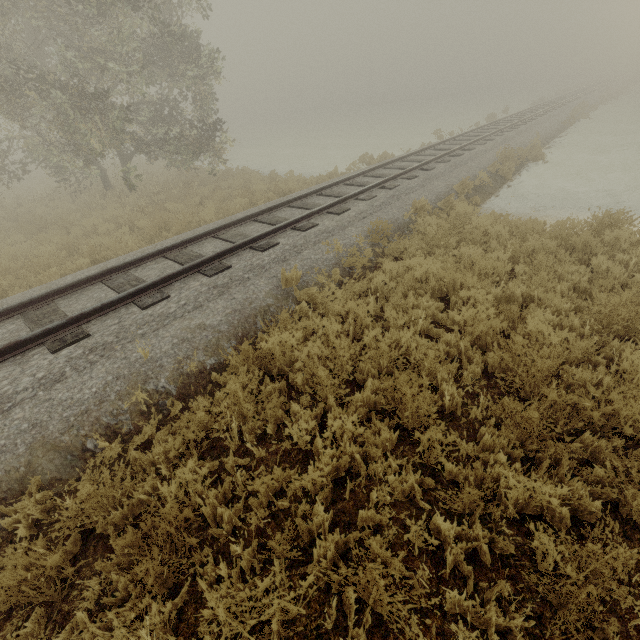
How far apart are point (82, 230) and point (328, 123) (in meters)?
46.15
